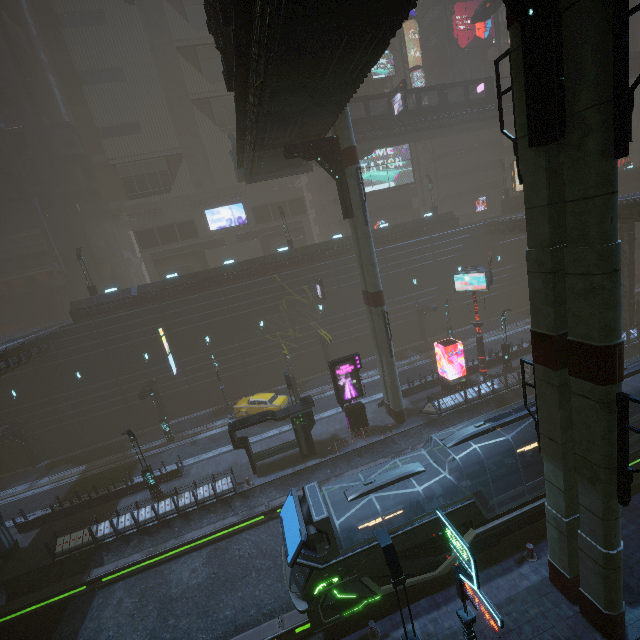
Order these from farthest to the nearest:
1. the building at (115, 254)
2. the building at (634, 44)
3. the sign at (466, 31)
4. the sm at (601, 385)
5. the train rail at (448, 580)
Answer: the building at (634, 44) < the sign at (466, 31) < the building at (115, 254) < the train rail at (448, 580) < the sm at (601, 385)

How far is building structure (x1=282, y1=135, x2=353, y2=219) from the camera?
19.3 meters

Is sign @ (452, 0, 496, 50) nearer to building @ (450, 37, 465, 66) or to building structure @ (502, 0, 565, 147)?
building @ (450, 37, 465, 66)

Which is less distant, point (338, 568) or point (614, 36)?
point (614, 36)

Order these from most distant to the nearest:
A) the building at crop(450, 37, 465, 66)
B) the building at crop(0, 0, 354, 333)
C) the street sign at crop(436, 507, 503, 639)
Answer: the building at crop(450, 37, 465, 66), the building at crop(0, 0, 354, 333), the street sign at crop(436, 507, 503, 639)

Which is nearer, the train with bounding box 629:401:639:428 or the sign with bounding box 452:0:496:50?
the train with bounding box 629:401:639:428

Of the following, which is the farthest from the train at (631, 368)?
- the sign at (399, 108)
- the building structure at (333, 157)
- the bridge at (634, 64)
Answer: the bridge at (634, 64)

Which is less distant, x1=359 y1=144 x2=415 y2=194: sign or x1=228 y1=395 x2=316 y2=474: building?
x1=228 y1=395 x2=316 y2=474: building
